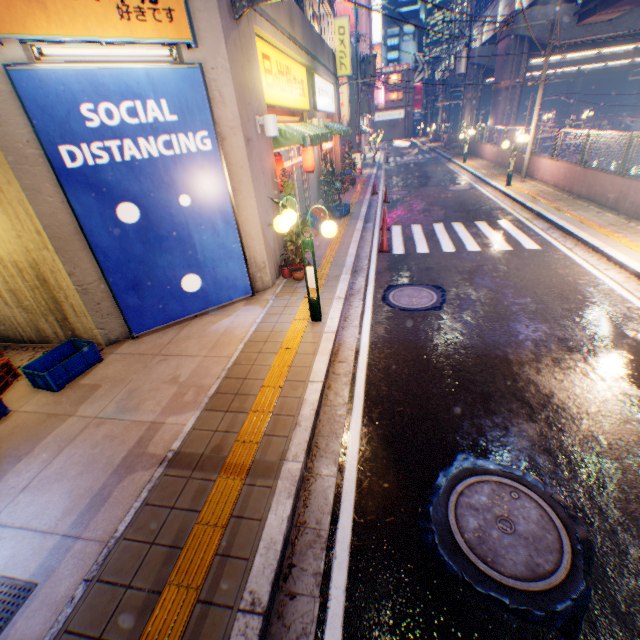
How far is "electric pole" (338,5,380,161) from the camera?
18.4m

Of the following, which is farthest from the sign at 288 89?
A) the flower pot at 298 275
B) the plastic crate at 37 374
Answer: the plastic crate at 37 374

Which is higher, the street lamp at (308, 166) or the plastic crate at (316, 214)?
the street lamp at (308, 166)

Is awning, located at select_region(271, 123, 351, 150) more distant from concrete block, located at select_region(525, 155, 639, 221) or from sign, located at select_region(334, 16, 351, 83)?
concrete block, located at select_region(525, 155, 639, 221)

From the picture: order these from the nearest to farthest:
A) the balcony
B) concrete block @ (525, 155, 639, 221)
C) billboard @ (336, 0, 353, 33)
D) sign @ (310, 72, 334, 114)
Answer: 1. concrete block @ (525, 155, 639, 221)
2. sign @ (310, 72, 334, 114)
3. the balcony
4. billboard @ (336, 0, 353, 33)

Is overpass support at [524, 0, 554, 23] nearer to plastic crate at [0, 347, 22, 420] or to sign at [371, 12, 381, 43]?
sign at [371, 12, 381, 43]

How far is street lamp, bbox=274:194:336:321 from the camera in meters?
5.2 m

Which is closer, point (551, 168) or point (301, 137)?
point (301, 137)
